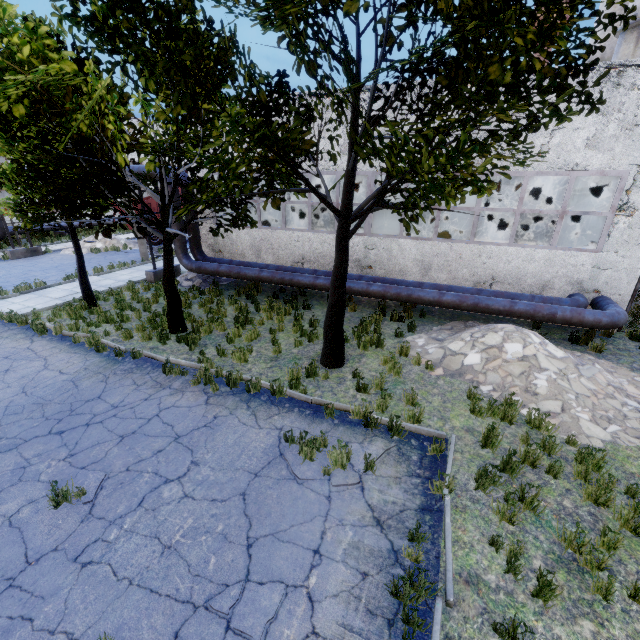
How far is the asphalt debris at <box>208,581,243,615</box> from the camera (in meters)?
3.84

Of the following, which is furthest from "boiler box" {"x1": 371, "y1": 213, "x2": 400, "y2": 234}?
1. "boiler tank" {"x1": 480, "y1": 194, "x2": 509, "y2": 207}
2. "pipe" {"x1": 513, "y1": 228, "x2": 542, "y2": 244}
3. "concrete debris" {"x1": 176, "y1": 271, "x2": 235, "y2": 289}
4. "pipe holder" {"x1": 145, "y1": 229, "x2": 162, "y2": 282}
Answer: "pipe holder" {"x1": 145, "y1": 229, "x2": 162, "y2": 282}

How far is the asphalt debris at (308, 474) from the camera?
5.59m

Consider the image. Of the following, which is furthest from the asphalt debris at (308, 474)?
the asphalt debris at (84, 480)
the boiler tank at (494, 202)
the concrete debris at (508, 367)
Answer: the boiler tank at (494, 202)

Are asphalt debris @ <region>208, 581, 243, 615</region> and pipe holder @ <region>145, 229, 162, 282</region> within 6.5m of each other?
no

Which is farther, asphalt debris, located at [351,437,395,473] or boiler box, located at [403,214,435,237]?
boiler box, located at [403,214,435,237]

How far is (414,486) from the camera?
5.5 meters

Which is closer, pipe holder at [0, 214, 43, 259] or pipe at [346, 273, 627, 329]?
pipe at [346, 273, 627, 329]
